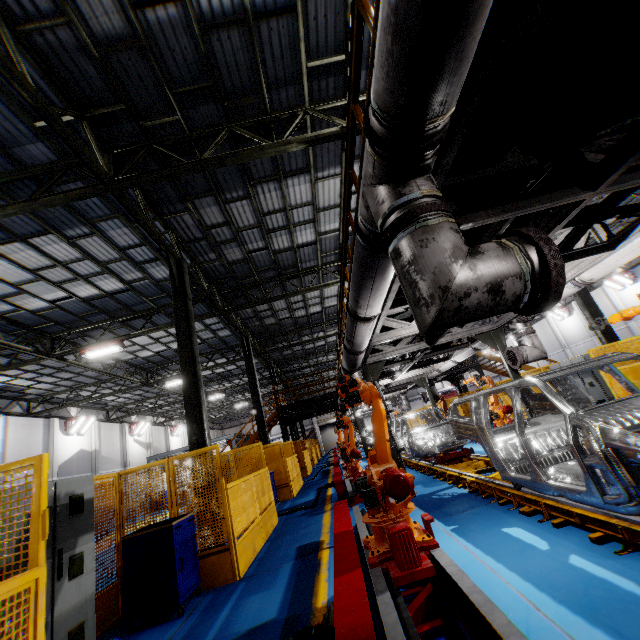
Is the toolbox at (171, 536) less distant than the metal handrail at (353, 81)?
No

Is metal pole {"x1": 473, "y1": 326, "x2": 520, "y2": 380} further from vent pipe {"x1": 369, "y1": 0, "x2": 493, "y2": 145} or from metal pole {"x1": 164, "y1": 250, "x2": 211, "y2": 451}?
metal pole {"x1": 164, "y1": 250, "x2": 211, "y2": 451}

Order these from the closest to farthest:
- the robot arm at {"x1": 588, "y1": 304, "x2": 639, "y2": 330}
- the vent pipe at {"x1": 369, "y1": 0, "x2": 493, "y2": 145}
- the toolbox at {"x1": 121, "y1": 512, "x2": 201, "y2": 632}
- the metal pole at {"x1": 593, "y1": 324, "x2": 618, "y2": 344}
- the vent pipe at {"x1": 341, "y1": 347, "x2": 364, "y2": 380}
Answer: the vent pipe at {"x1": 369, "y1": 0, "x2": 493, "y2": 145} < the toolbox at {"x1": 121, "y1": 512, "x2": 201, "y2": 632} < the robot arm at {"x1": 588, "y1": 304, "x2": 639, "y2": 330} < the vent pipe at {"x1": 341, "y1": 347, "x2": 364, "y2": 380} < the metal pole at {"x1": 593, "y1": 324, "x2": 618, "y2": 344}

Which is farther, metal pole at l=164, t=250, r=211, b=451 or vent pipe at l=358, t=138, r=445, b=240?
metal pole at l=164, t=250, r=211, b=451

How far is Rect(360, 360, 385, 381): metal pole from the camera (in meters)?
8.83

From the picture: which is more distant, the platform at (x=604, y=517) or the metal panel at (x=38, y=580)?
the platform at (x=604, y=517)

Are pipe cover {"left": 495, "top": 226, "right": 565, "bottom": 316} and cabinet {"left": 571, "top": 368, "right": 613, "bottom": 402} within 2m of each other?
no

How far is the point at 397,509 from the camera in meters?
3.9 m
